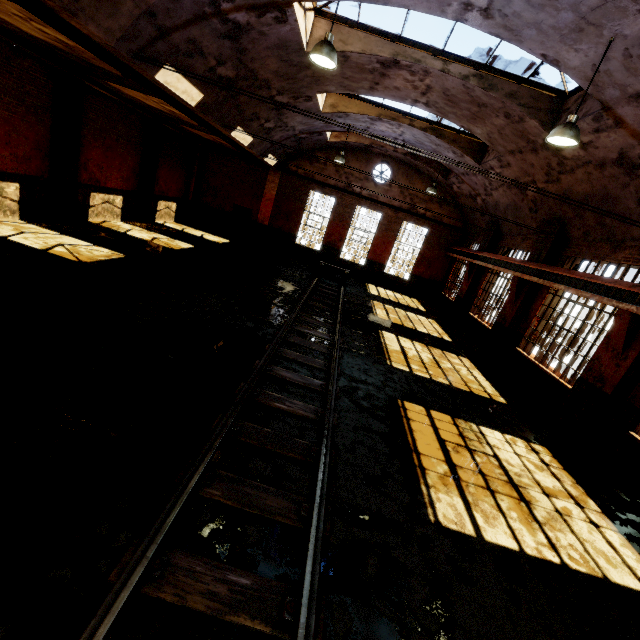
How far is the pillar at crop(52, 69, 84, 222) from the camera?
10.9m

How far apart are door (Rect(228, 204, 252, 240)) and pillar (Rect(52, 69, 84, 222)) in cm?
1009

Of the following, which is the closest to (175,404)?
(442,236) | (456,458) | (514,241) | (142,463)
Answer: (142,463)

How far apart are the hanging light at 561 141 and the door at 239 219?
18.09m

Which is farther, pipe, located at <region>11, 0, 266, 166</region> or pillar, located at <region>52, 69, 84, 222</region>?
pillar, located at <region>52, 69, 84, 222</region>

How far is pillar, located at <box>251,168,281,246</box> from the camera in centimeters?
2064cm

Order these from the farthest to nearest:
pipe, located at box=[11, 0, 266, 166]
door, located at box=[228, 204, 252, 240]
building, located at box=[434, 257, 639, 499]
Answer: door, located at box=[228, 204, 252, 240] → building, located at box=[434, 257, 639, 499] → pipe, located at box=[11, 0, 266, 166]

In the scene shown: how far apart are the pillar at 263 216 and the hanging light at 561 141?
16.97m
